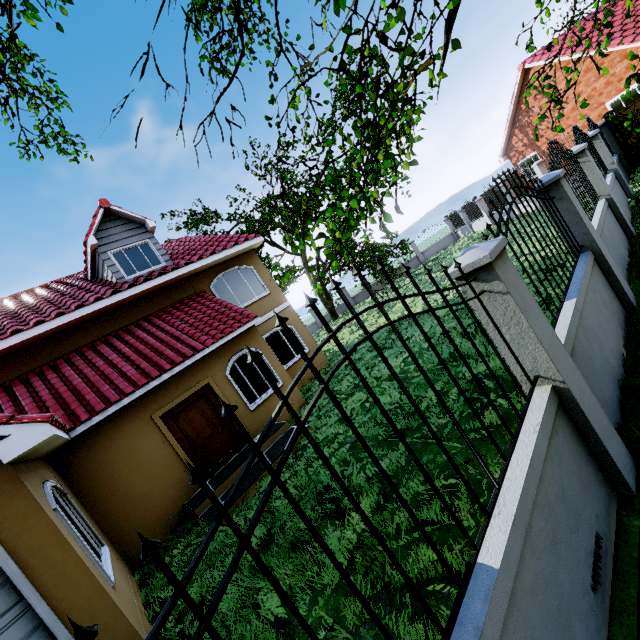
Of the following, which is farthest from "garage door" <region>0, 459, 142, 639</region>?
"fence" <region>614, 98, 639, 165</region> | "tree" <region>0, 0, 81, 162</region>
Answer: "fence" <region>614, 98, 639, 165</region>

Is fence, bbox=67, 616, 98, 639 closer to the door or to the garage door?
the garage door

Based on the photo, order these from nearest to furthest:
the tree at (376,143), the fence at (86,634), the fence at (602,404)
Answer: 1. the fence at (86,634)
2. the fence at (602,404)
3. the tree at (376,143)

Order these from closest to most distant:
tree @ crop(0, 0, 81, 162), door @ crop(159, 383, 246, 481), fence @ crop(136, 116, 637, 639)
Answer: fence @ crop(136, 116, 637, 639) → tree @ crop(0, 0, 81, 162) → door @ crop(159, 383, 246, 481)

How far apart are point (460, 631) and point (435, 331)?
8.25m

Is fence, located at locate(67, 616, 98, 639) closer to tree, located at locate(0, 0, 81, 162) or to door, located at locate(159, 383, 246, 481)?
tree, located at locate(0, 0, 81, 162)

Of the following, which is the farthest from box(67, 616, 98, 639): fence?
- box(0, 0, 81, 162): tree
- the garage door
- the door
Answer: the door

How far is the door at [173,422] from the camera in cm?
836
